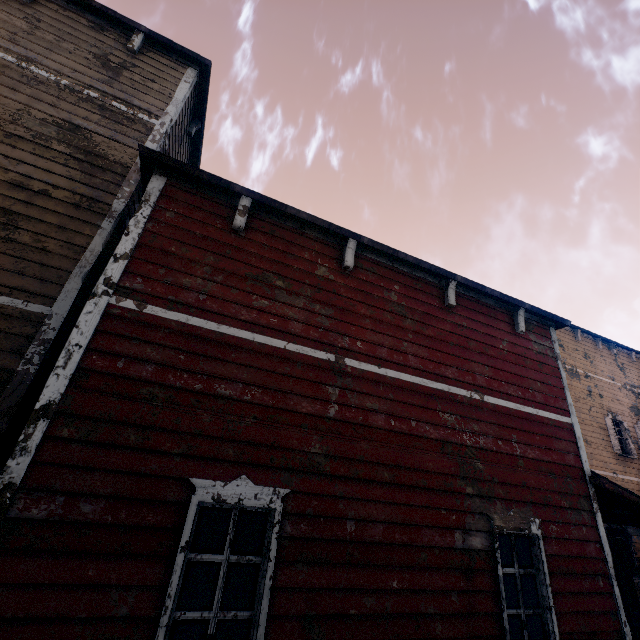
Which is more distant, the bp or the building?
the bp

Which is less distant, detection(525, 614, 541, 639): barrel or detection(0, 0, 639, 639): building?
detection(0, 0, 639, 639): building

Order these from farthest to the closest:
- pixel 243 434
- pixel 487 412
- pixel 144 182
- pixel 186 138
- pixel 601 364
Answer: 1. pixel 601 364
2. pixel 186 138
3. pixel 487 412
4. pixel 144 182
5. pixel 243 434

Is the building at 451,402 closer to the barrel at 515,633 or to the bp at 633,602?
the bp at 633,602

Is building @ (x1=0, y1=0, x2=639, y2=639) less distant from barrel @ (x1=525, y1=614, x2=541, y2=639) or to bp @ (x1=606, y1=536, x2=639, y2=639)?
bp @ (x1=606, y1=536, x2=639, y2=639)

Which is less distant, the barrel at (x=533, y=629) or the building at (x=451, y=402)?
the building at (x=451, y=402)
